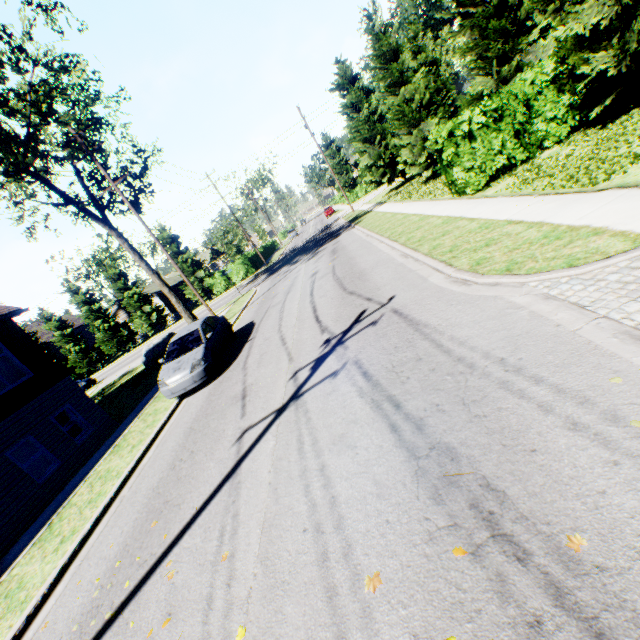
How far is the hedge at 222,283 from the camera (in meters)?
39.28

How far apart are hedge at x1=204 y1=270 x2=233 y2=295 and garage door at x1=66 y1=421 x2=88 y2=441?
25.4m

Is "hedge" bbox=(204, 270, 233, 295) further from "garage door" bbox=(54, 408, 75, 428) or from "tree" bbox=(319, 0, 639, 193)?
"garage door" bbox=(54, 408, 75, 428)

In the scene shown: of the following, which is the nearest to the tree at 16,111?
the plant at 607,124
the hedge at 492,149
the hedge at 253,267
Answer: the hedge at 253,267

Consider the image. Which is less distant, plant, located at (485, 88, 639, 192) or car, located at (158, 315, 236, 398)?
plant, located at (485, 88, 639, 192)

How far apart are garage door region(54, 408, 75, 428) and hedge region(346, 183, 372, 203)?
48.51m

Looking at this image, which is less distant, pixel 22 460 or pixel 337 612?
pixel 337 612

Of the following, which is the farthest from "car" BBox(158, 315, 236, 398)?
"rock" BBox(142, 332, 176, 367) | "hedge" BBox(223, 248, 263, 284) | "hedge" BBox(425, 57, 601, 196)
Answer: "hedge" BBox(223, 248, 263, 284)
